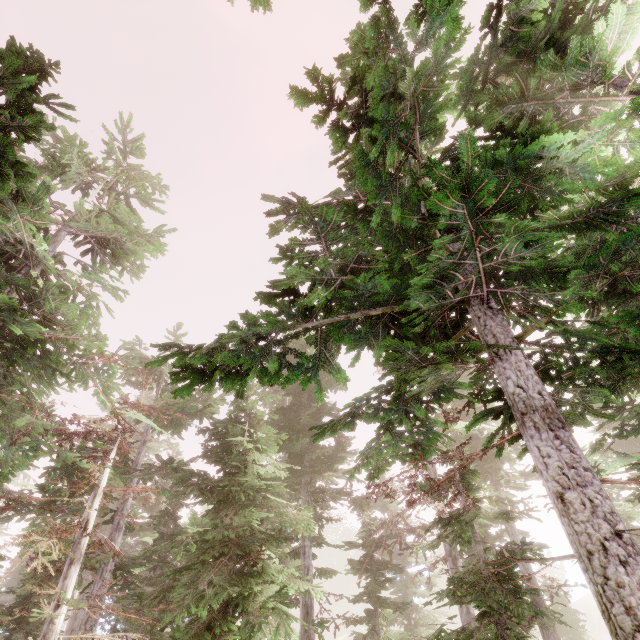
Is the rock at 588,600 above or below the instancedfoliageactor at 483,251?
below

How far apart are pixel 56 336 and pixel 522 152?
11.0m

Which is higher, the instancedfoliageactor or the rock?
the instancedfoliageactor

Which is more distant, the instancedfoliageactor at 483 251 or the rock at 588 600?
the rock at 588 600

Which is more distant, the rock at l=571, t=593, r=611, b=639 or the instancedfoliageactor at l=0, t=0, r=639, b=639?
the rock at l=571, t=593, r=611, b=639
